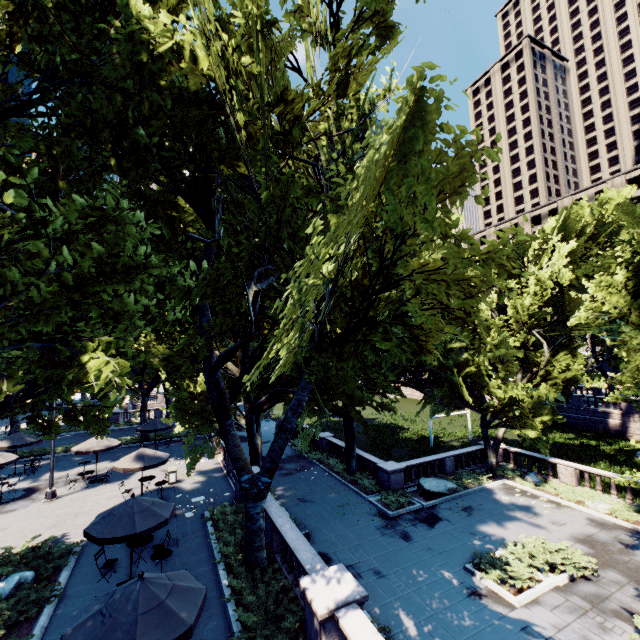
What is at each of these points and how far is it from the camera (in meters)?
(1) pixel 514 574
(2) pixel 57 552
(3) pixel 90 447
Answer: (1) bush, 13.21
(2) bush, 12.93
(3) umbrella, 20.91

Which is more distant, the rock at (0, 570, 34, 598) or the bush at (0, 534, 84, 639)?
the rock at (0, 570, 34, 598)

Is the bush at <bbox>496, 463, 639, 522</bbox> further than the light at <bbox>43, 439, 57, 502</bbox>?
No

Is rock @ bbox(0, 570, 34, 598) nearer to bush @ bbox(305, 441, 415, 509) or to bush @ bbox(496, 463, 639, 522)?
bush @ bbox(305, 441, 415, 509)

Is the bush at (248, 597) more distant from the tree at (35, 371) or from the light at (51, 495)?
the light at (51, 495)

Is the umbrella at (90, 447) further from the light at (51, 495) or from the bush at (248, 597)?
the bush at (248, 597)

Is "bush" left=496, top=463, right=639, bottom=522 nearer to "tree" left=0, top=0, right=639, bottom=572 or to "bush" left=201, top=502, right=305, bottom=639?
"tree" left=0, top=0, right=639, bottom=572

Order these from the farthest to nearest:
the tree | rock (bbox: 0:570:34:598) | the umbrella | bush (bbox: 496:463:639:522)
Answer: the umbrella → bush (bbox: 496:463:639:522) → rock (bbox: 0:570:34:598) → the tree
